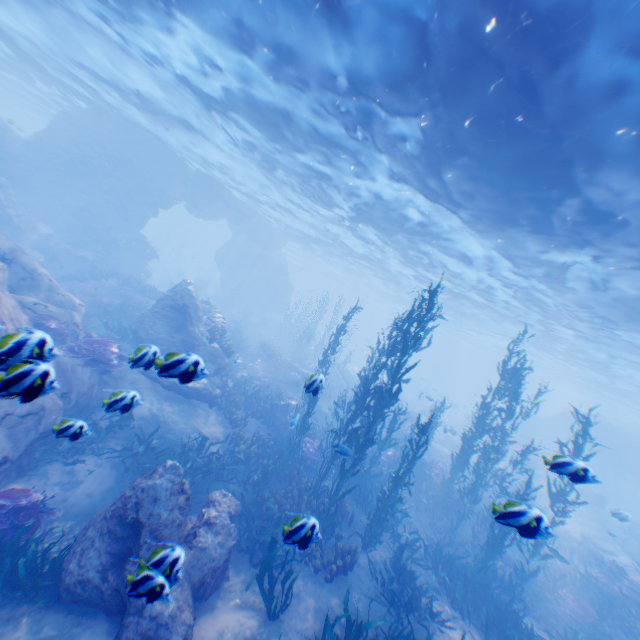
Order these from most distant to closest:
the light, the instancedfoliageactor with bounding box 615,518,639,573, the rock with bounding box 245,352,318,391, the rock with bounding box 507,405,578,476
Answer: the rock with bounding box 245,352,318,391
the instancedfoliageactor with bounding box 615,518,639,573
the light
the rock with bounding box 507,405,578,476

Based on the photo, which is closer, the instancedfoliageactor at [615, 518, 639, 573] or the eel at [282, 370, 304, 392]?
the instancedfoliageactor at [615, 518, 639, 573]

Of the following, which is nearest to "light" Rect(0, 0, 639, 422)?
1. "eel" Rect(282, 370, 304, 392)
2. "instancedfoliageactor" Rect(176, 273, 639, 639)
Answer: "instancedfoliageactor" Rect(176, 273, 639, 639)

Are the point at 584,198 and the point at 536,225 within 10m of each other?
yes

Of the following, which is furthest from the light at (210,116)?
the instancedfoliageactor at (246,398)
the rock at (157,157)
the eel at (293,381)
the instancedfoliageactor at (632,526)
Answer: the instancedfoliageactor at (632,526)

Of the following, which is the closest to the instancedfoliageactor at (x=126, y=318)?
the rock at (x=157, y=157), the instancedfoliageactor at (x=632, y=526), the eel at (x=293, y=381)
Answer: the rock at (x=157, y=157)

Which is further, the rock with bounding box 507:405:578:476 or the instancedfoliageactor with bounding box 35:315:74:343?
the rock with bounding box 507:405:578:476
